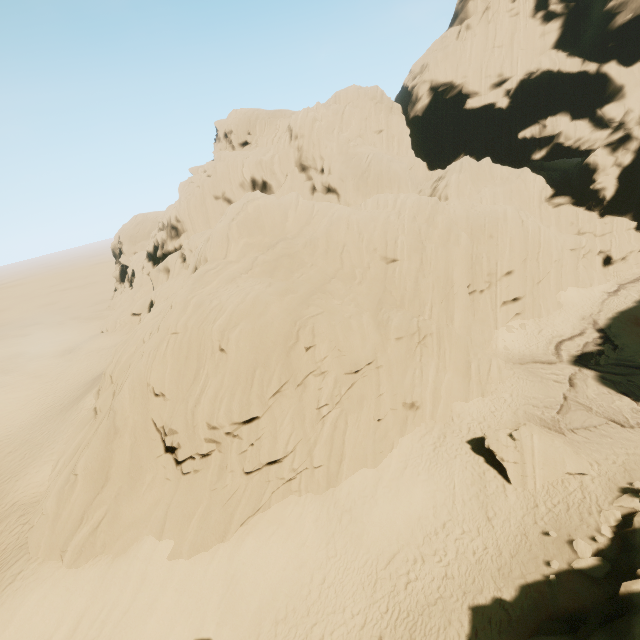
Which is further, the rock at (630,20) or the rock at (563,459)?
the rock at (563,459)

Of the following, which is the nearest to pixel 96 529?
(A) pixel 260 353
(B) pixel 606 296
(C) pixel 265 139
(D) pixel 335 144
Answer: (A) pixel 260 353

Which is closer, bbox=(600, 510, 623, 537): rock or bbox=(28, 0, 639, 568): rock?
bbox=(600, 510, 623, 537): rock

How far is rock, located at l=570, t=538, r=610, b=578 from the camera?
12.08m

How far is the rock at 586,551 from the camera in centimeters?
1208cm
